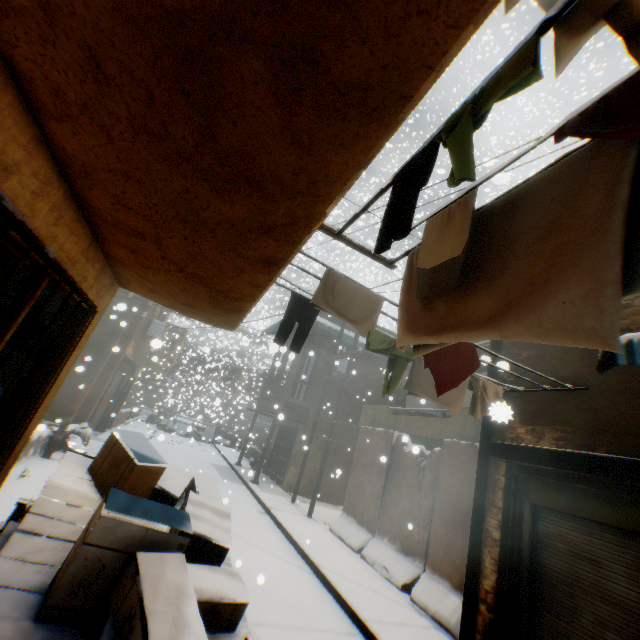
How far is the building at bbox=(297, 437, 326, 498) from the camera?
15.1m

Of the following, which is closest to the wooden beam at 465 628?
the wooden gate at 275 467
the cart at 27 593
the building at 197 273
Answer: the building at 197 273

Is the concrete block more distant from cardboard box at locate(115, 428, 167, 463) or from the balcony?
the balcony

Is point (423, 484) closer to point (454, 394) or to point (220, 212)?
point (454, 394)

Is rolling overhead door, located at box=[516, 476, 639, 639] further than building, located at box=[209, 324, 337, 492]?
No

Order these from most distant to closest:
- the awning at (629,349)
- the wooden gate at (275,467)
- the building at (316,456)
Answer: the wooden gate at (275,467) → the building at (316,456) → the awning at (629,349)

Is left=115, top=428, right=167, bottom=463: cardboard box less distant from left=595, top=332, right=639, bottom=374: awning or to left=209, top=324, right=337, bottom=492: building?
left=209, top=324, right=337, bottom=492: building

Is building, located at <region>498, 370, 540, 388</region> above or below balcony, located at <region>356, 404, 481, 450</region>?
above
